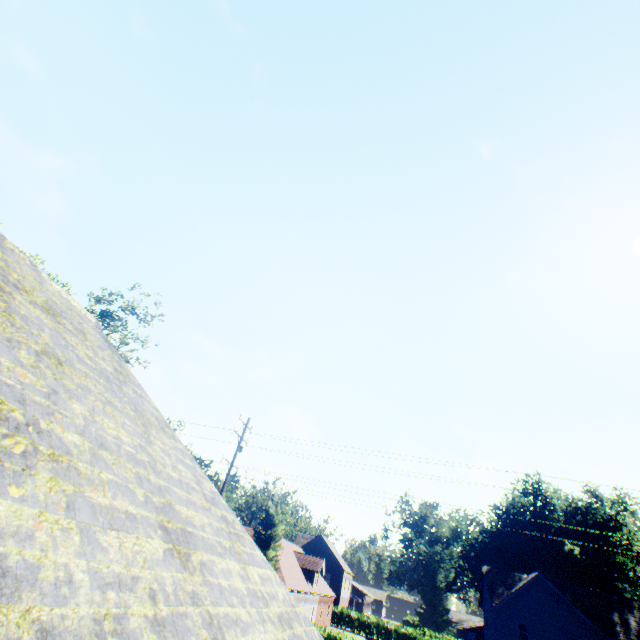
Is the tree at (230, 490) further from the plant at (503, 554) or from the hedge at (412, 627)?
the plant at (503, 554)

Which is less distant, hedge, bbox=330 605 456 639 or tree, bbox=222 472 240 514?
tree, bbox=222 472 240 514

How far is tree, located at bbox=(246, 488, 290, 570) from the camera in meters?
30.2

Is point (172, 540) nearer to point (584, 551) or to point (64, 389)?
point (64, 389)

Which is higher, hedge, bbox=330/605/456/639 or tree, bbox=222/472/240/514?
tree, bbox=222/472/240/514

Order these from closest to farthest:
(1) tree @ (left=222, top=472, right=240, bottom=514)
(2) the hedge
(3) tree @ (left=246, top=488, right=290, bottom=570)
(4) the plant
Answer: (3) tree @ (left=246, top=488, right=290, bottom=570) → (1) tree @ (left=222, top=472, right=240, bottom=514) → (4) the plant → (2) the hedge

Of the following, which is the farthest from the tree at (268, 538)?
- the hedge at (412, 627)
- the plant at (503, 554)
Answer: the plant at (503, 554)

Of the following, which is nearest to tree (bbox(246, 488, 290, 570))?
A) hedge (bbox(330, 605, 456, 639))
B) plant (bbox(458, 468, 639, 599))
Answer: hedge (bbox(330, 605, 456, 639))
